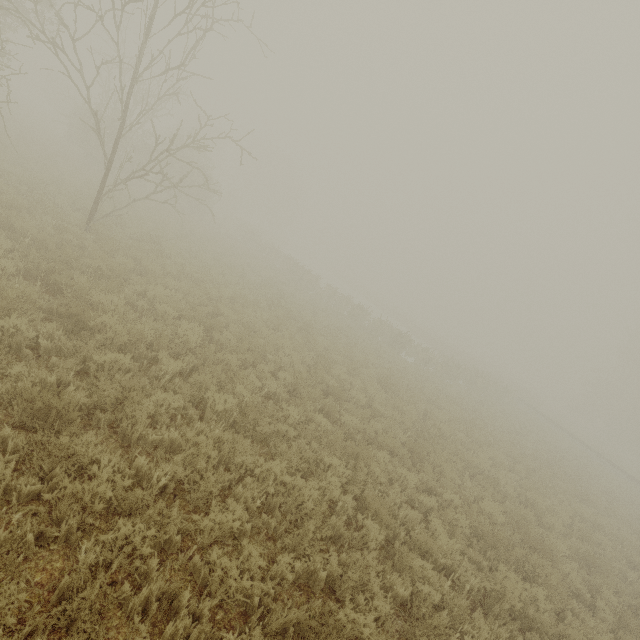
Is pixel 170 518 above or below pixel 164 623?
above
